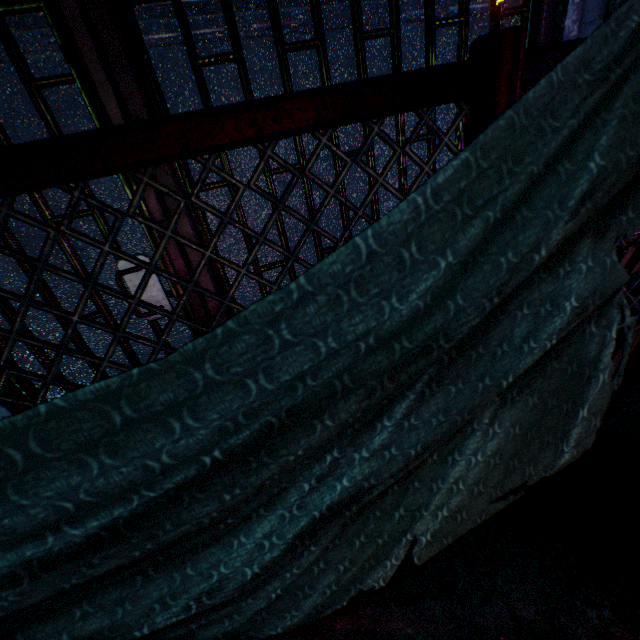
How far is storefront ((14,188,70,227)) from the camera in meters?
1.4 m

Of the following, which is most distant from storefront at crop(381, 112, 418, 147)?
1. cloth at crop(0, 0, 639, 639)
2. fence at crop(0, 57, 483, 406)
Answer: cloth at crop(0, 0, 639, 639)

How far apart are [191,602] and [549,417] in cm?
91

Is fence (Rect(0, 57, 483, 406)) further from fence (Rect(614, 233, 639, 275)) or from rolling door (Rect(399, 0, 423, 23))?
rolling door (Rect(399, 0, 423, 23))

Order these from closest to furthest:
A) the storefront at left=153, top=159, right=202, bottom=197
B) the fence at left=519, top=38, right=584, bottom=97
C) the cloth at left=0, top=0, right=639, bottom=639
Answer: the cloth at left=0, top=0, right=639, bottom=639
the fence at left=519, top=38, right=584, bottom=97
the storefront at left=153, top=159, right=202, bottom=197

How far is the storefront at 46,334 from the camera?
1.6 meters
